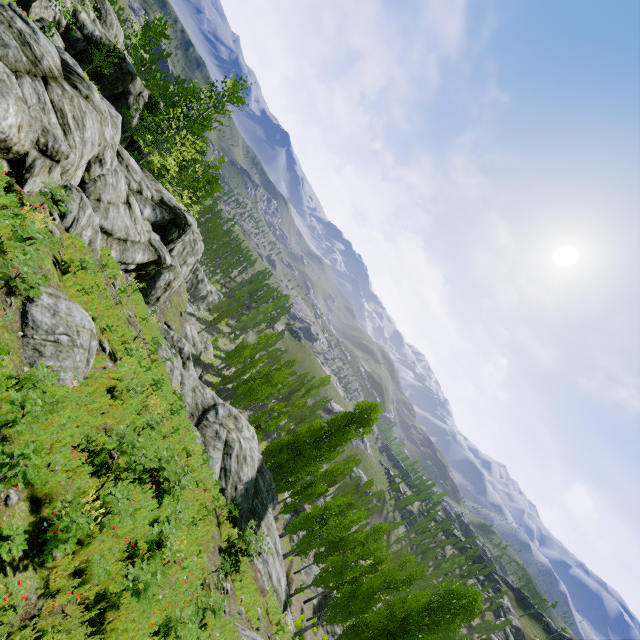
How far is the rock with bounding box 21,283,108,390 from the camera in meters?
7.8 m

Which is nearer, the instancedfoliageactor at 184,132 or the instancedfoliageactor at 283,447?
the instancedfoliageactor at 184,132

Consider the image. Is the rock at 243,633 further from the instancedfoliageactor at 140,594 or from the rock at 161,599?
the instancedfoliageactor at 140,594

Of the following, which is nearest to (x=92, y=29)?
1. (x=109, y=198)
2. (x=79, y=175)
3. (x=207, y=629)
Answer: (x=109, y=198)

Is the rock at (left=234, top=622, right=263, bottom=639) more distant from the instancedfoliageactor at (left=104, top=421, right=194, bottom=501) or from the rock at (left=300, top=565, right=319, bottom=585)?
the rock at (left=300, top=565, right=319, bottom=585)

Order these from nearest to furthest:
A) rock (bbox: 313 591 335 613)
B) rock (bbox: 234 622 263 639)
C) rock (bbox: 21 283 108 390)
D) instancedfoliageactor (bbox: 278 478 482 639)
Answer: rock (bbox: 21 283 108 390)
rock (bbox: 234 622 263 639)
instancedfoliageactor (bbox: 278 478 482 639)
rock (bbox: 313 591 335 613)

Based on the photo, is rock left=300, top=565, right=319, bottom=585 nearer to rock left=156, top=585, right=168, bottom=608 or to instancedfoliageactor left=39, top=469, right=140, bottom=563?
instancedfoliageactor left=39, top=469, right=140, bottom=563

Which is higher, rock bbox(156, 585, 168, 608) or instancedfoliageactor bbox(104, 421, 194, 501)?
instancedfoliageactor bbox(104, 421, 194, 501)
